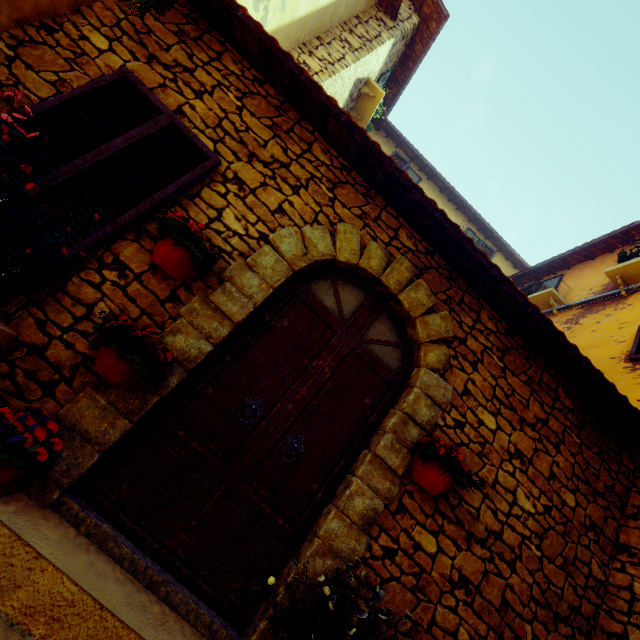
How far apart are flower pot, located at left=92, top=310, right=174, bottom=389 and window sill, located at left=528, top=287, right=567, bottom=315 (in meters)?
7.50

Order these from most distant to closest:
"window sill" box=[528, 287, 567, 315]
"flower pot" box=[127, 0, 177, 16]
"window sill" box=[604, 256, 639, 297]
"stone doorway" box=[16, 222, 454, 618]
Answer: "window sill" box=[528, 287, 567, 315], "window sill" box=[604, 256, 639, 297], "flower pot" box=[127, 0, 177, 16], "stone doorway" box=[16, 222, 454, 618]

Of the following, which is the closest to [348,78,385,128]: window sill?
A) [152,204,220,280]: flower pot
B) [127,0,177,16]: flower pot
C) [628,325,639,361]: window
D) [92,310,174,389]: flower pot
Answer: [628,325,639,361]: window

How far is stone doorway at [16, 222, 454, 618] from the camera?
2.1m

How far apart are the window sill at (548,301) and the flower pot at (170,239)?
7.1 meters

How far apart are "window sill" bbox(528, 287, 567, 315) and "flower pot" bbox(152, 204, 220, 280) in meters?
7.1

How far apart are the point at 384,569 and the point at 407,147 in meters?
9.7

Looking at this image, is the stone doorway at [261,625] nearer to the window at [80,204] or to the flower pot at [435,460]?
the flower pot at [435,460]
